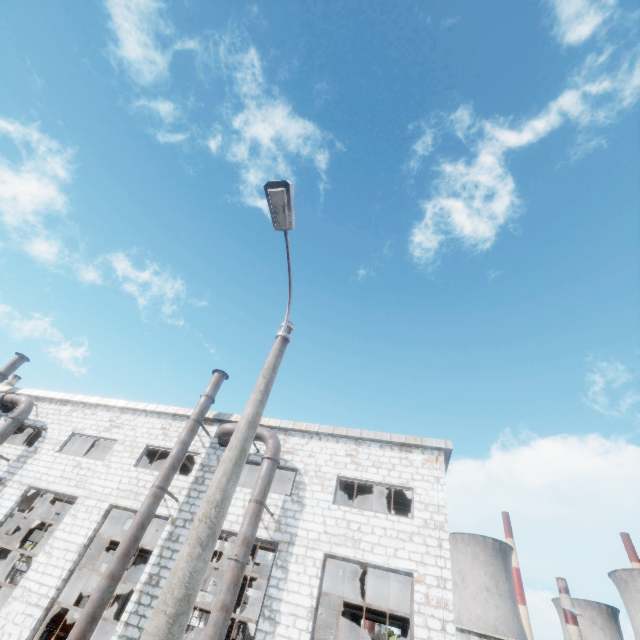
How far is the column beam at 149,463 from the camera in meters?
21.4 m

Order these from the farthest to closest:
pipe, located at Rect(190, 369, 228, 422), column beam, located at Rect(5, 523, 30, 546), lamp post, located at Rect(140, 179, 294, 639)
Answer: column beam, located at Rect(5, 523, 30, 546), pipe, located at Rect(190, 369, 228, 422), lamp post, located at Rect(140, 179, 294, 639)

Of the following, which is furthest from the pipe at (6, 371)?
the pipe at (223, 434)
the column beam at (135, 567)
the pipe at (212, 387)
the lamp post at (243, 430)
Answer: the lamp post at (243, 430)

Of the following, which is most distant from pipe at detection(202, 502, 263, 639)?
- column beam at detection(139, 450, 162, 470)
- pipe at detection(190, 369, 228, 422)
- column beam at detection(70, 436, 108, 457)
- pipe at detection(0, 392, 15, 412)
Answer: column beam at detection(70, 436, 108, 457)

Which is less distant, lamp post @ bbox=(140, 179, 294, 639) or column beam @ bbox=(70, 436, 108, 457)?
lamp post @ bbox=(140, 179, 294, 639)

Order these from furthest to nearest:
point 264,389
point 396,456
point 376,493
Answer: point 376,493
point 396,456
point 264,389

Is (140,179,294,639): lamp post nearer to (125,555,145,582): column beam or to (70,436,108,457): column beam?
(70,436,108,457): column beam

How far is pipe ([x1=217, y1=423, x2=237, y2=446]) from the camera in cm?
1331
